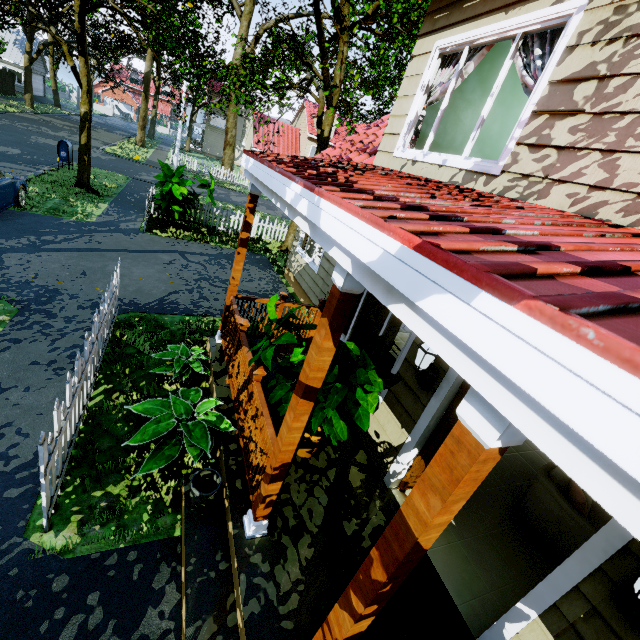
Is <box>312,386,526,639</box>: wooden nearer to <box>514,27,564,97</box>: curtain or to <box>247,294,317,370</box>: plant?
<box>247,294,317,370</box>: plant

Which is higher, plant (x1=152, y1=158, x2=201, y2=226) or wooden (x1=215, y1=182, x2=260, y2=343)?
wooden (x1=215, y1=182, x2=260, y2=343)

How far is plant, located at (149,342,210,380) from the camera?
4.8m

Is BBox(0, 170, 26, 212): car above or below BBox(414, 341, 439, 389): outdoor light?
below

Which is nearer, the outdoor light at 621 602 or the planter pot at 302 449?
the outdoor light at 621 602

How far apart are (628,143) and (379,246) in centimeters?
232cm

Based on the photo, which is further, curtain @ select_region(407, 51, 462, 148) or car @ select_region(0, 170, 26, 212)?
car @ select_region(0, 170, 26, 212)

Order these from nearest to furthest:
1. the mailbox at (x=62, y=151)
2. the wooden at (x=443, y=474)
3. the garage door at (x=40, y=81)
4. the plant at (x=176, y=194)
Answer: the wooden at (x=443, y=474) < the plant at (x=176, y=194) < the mailbox at (x=62, y=151) < the garage door at (x=40, y=81)
